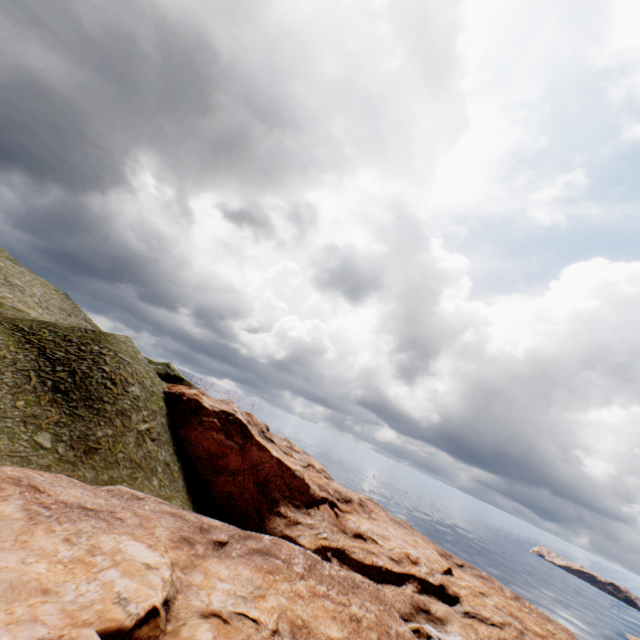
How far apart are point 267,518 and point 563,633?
49.8 meters
